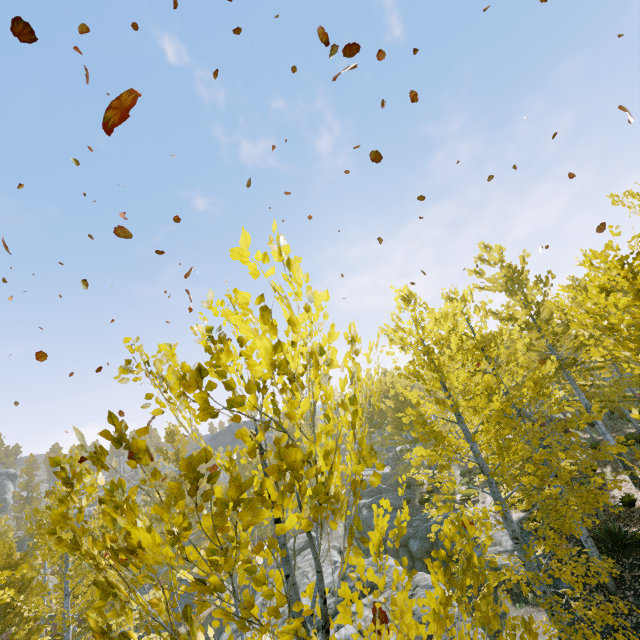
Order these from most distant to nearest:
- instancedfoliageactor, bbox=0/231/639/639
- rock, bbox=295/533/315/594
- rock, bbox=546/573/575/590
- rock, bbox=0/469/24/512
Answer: rock, bbox=0/469/24/512
rock, bbox=295/533/315/594
rock, bbox=546/573/575/590
instancedfoliageactor, bbox=0/231/639/639

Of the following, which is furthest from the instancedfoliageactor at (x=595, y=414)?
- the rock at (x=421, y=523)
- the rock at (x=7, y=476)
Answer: the rock at (x=7, y=476)

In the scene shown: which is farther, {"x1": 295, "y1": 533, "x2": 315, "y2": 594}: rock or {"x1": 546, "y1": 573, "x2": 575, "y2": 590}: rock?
{"x1": 295, "y1": 533, "x2": 315, "y2": 594}: rock

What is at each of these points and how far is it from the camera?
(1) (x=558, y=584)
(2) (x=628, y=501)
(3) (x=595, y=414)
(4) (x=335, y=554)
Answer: (1) rock, 10.3 meters
(2) instancedfoliageactor, 11.7 meters
(3) instancedfoliageactor, 13.8 meters
(4) rock, 15.1 meters

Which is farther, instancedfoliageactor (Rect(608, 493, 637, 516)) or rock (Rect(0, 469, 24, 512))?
rock (Rect(0, 469, 24, 512))

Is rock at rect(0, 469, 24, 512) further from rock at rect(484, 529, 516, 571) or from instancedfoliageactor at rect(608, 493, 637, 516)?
rock at rect(484, 529, 516, 571)

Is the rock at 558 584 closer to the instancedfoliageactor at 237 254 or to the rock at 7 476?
the instancedfoliageactor at 237 254
